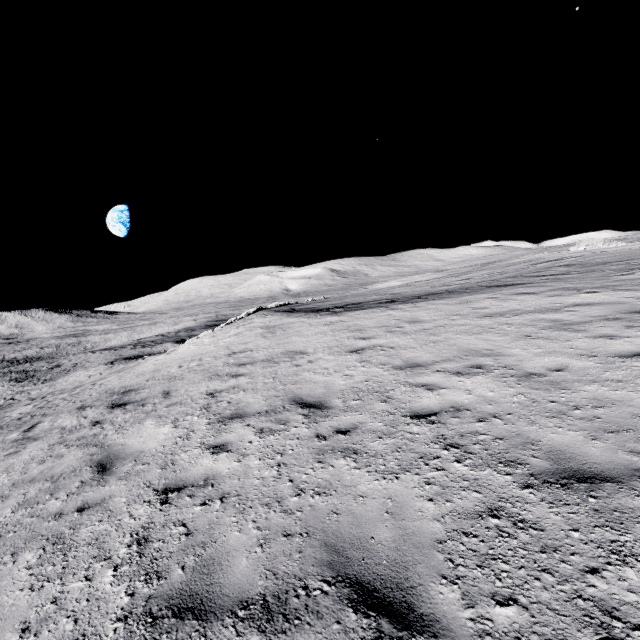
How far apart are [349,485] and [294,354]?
6.67m
